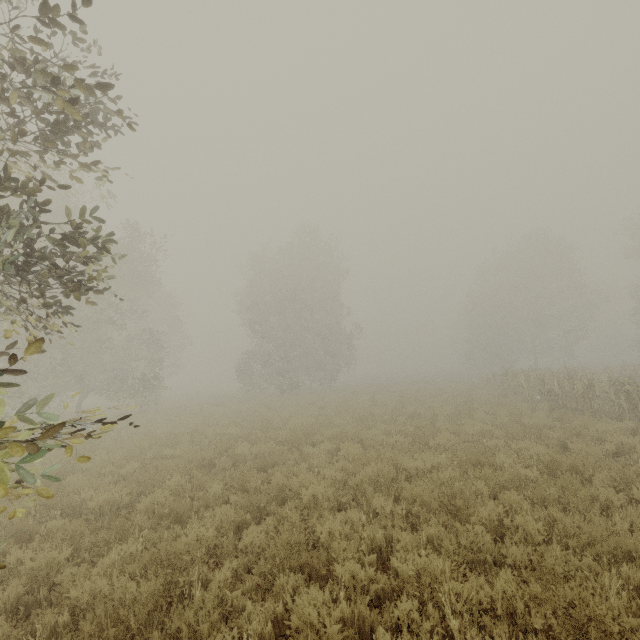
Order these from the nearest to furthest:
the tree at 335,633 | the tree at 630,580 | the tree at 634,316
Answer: the tree at 335,633, the tree at 630,580, the tree at 634,316

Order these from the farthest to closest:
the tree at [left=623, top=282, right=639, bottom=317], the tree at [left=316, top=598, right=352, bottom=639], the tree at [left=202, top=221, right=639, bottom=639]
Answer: the tree at [left=623, top=282, right=639, bottom=317] → the tree at [left=202, top=221, right=639, bottom=639] → the tree at [left=316, top=598, right=352, bottom=639]

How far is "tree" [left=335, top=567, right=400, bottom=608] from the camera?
3.87m

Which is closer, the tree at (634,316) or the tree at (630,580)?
the tree at (630,580)

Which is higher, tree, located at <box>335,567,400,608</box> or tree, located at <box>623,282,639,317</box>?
tree, located at <box>623,282,639,317</box>

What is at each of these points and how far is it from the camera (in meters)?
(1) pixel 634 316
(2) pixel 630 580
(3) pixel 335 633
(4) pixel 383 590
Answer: (1) tree, 35.56
(2) tree, 3.69
(3) tree, 2.94
(4) tree, 4.08

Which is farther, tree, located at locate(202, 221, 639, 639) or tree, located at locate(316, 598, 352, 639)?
tree, located at locate(202, 221, 639, 639)
